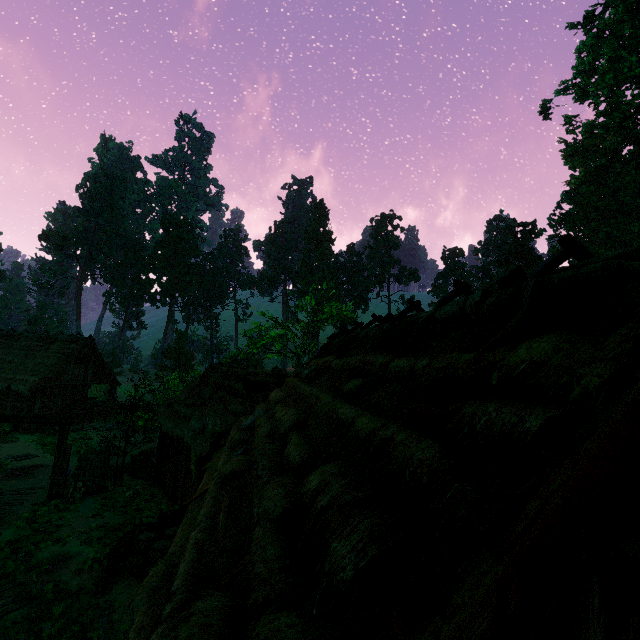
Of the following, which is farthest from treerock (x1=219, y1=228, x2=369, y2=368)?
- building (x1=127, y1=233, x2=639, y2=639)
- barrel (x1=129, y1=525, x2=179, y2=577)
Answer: barrel (x1=129, y1=525, x2=179, y2=577)

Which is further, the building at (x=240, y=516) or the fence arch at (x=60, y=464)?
the fence arch at (x=60, y=464)

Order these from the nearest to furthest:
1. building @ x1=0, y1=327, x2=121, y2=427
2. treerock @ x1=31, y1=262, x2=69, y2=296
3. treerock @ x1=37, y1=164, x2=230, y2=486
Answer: treerock @ x1=37, y1=164, x2=230, y2=486 → building @ x1=0, y1=327, x2=121, y2=427 → treerock @ x1=31, y1=262, x2=69, y2=296

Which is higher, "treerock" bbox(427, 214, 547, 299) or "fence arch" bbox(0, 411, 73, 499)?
"treerock" bbox(427, 214, 547, 299)

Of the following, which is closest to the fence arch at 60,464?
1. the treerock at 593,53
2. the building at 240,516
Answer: the building at 240,516

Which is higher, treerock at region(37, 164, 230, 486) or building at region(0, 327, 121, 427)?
treerock at region(37, 164, 230, 486)

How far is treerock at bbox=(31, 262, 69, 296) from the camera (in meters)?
50.51

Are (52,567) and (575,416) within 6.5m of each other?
no
